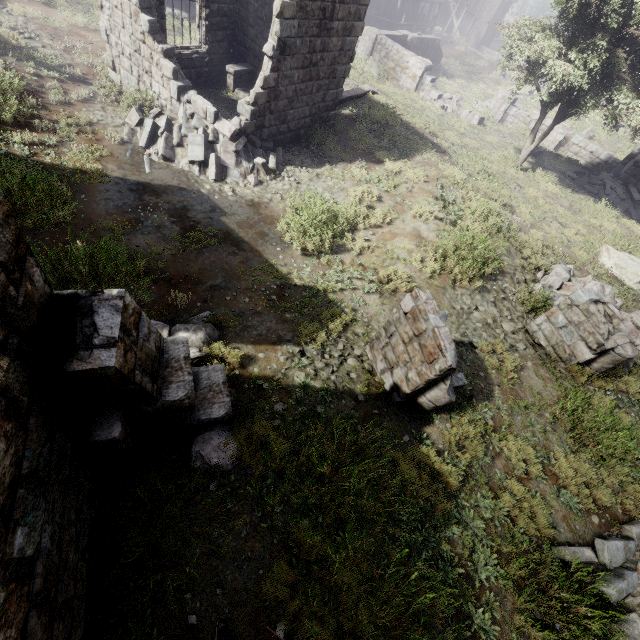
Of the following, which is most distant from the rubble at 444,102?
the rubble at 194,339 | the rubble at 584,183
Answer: the rubble at 194,339

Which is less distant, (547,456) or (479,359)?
(547,456)

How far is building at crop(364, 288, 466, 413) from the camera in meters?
4.7

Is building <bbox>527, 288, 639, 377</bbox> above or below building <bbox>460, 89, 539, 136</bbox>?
above

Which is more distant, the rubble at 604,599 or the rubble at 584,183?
the rubble at 584,183

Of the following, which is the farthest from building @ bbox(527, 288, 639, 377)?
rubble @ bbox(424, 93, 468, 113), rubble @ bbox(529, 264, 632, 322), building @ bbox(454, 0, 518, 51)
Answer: building @ bbox(454, 0, 518, 51)

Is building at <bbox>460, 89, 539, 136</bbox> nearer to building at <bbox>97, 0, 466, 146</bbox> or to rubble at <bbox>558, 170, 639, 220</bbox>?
rubble at <bbox>558, 170, 639, 220</bbox>

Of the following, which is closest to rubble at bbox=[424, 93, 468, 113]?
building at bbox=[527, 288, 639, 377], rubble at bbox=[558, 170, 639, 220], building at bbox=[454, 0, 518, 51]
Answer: rubble at bbox=[558, 170, 639, 220]
